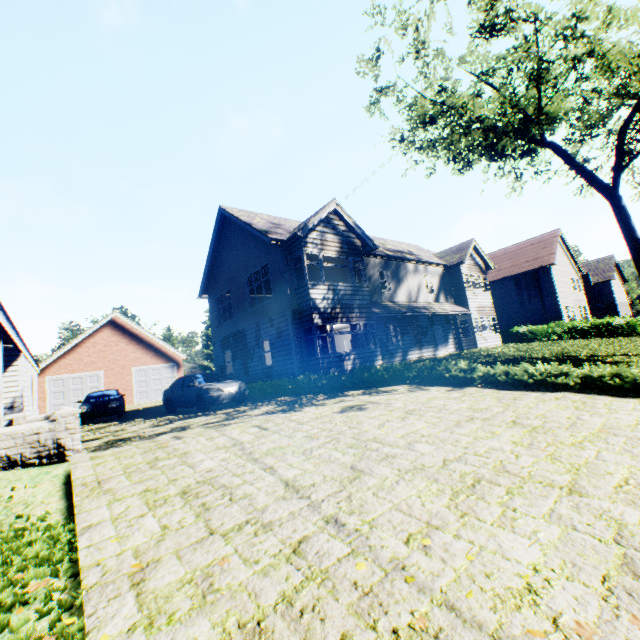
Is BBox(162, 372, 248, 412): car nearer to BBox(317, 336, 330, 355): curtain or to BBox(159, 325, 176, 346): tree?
BBox(317, 336, 330, 355): curtain

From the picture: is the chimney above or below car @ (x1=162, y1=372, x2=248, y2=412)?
above

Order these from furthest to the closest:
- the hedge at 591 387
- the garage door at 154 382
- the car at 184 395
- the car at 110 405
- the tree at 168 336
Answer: the tree at 168 336 < the garage door at 154 382 < the car at 110 405 < the car at 184 395 < the hedge at 591 387

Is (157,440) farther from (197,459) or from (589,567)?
(589,567)

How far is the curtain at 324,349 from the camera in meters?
14.8

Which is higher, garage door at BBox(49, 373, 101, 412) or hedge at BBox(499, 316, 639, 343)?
garage door at BBox(49, 373, 101, 412)

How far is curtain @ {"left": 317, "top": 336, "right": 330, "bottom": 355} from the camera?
14.8m

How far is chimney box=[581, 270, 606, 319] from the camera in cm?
4912
